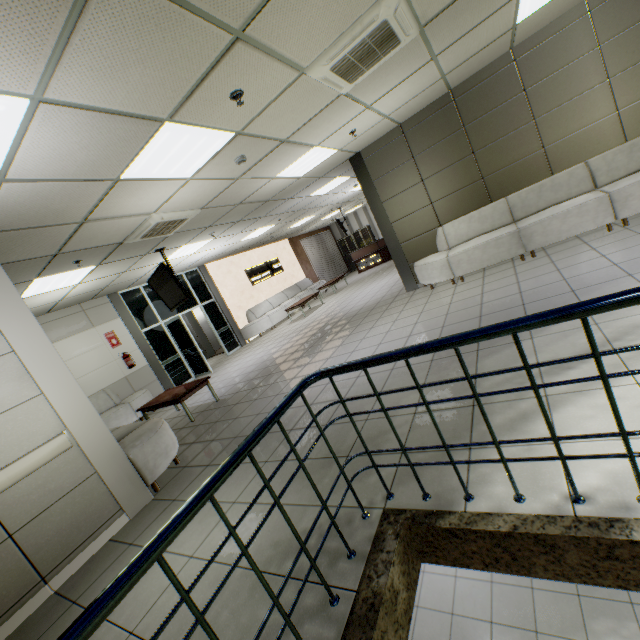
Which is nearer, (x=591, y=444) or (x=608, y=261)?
(x=591, y=444)

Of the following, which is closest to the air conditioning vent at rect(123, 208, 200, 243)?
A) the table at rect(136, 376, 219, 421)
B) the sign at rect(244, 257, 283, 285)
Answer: the table at rect(136, 376, 219, 421)

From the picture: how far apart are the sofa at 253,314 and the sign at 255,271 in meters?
0.8

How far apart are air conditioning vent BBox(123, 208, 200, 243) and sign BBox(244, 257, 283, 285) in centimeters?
709cm

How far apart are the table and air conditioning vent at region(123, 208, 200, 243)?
2.7 meters

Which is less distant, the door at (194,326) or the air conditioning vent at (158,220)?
the air conditioning vent at (158,220)

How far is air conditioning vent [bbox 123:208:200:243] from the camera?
5.0 meters

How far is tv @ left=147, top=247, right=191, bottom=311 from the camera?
6.3m
